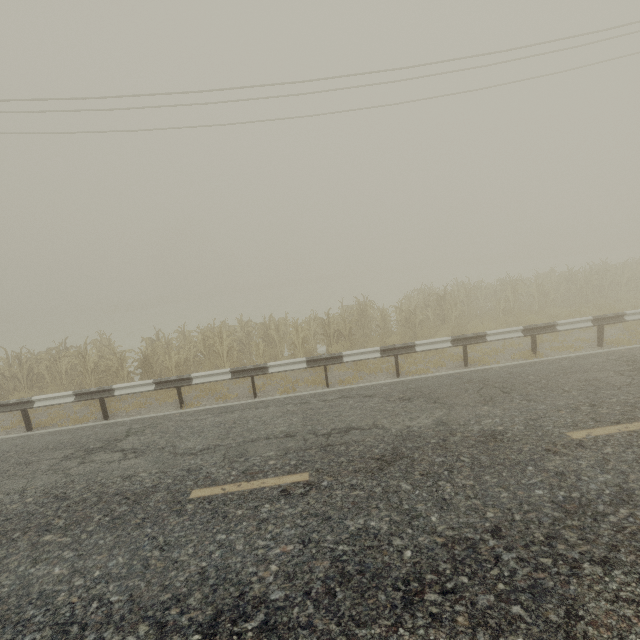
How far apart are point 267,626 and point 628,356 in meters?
9.8

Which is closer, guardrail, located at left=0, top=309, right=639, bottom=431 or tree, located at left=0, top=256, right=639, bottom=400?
guardrail, located at left=0, top=309, right=639, bottom=431

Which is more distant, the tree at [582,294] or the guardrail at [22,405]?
the tree at [582,294]
